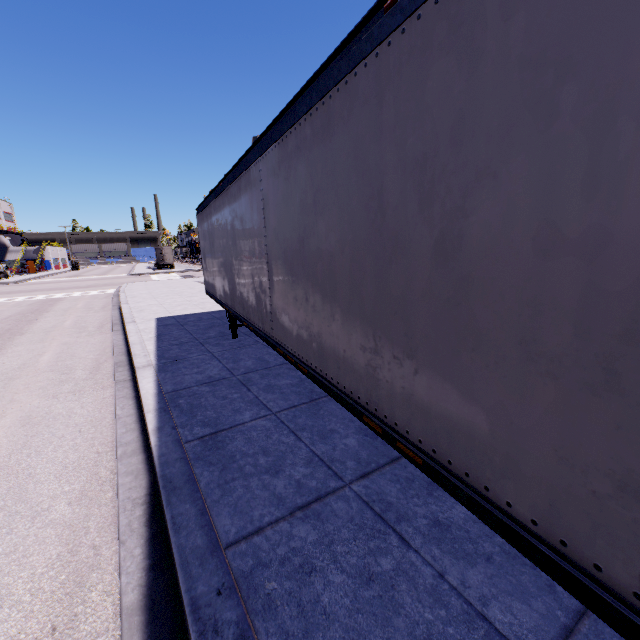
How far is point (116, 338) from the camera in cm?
1004
